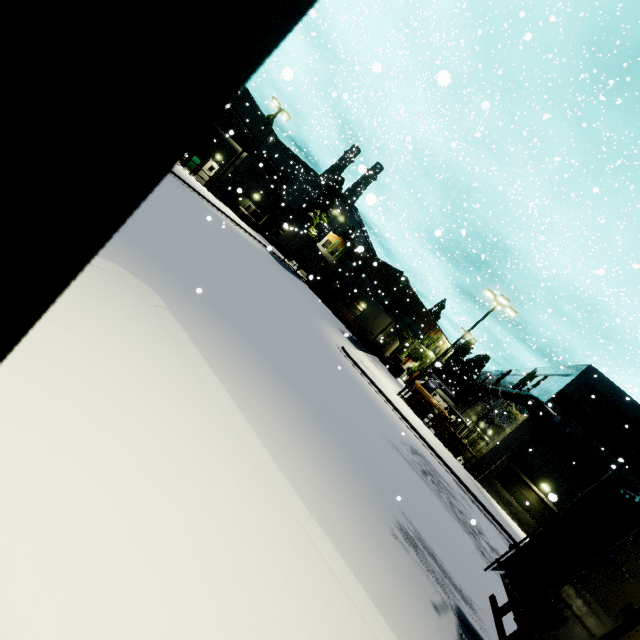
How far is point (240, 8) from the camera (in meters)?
0.22

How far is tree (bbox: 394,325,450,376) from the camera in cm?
4097

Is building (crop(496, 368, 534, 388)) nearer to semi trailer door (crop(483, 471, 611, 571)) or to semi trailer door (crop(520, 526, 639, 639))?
semi trailer door (crop(483, 471, 611, 571))

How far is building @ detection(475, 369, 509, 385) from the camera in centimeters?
4483cm

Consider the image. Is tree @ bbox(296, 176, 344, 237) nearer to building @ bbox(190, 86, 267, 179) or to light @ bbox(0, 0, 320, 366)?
building @ bbox(190, 86, 267, 179)

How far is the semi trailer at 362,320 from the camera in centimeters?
2855cm

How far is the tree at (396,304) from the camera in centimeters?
4300cm

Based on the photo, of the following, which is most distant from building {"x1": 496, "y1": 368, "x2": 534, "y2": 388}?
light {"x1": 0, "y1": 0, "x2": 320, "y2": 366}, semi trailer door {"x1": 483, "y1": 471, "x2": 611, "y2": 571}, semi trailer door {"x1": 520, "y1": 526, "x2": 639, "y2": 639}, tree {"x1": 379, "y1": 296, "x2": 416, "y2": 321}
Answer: light {"x1": 0, "y1": 0, "x2": 320, "y2": 366}
